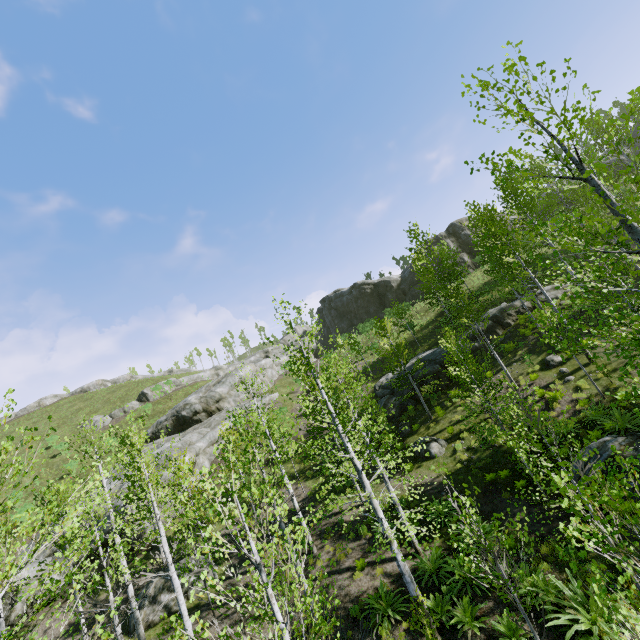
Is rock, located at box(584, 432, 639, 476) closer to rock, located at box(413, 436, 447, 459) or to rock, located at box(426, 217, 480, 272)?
rock, located at box(413, 436, 447, 459)

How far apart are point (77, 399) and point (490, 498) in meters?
57.3

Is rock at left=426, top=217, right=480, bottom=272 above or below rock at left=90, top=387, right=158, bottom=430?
above

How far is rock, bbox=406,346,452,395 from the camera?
21.6 meters

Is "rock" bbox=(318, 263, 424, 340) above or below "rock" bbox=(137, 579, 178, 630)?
above

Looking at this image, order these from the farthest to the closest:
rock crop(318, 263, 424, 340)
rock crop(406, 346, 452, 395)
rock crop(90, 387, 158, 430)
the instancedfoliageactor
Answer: rock crop(318, 263, 424, 340)
rock crop(90, 387, 158, 430)
rock crop(406, 346, 452, 395)
the instancedfoliageactor

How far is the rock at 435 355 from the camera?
21.56m

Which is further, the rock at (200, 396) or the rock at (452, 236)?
the rock at (452, 236)
